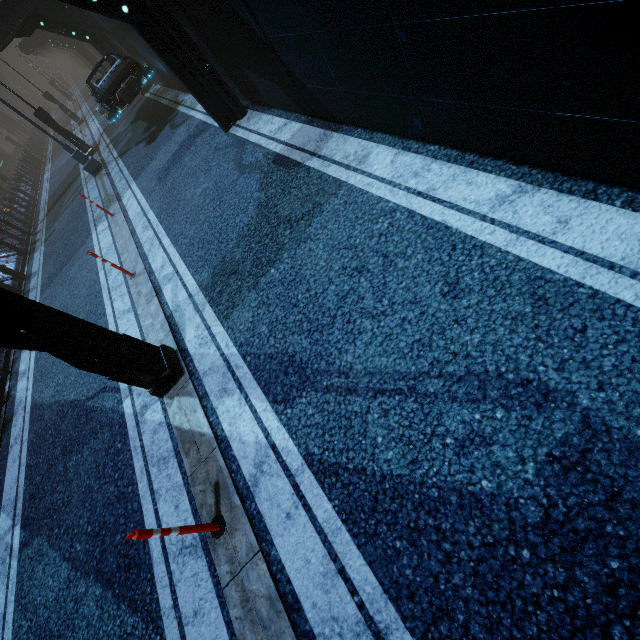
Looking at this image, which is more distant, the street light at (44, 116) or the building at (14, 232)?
the street light at (44, 116)

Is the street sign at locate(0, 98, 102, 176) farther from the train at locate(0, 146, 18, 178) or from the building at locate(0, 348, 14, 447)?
the train at locate(0, 146, 18, 178)

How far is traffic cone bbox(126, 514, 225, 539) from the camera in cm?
270

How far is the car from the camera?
11.2 meters

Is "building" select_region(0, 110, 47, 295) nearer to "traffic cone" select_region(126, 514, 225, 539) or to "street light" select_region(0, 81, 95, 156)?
"street light" select_region(0, 81, 95, 156)

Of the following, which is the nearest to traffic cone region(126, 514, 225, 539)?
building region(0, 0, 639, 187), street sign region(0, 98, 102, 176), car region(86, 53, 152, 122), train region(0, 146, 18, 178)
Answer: building region(0, 0, 639, 187)

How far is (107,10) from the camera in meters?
5.8

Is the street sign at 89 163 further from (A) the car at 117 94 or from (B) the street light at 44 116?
(B) the street light at 44 116
